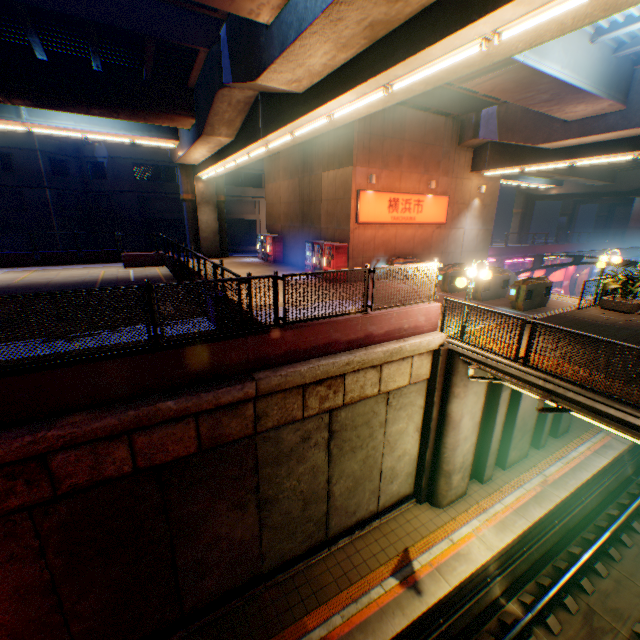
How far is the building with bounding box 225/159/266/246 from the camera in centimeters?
3666cm

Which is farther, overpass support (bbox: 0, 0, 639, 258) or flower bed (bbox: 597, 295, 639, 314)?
flower bed (bbox: 597, 295, 639, 314)

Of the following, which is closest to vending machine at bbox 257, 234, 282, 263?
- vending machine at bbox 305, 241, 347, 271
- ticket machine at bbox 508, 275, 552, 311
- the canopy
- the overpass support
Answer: the overpass support

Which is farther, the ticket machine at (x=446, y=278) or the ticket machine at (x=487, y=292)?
the ticket machine at (x=446, y=278)

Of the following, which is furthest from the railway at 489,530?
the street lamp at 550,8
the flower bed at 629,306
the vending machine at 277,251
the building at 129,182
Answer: the building at 129,182

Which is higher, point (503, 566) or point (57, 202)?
point (57, 202)

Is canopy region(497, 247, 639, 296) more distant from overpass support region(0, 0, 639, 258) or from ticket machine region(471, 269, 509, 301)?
ticket machine region(471, 269, 509, 301)

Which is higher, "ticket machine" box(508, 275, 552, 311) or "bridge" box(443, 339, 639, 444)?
"ticket machine" box(508, 275, 552, 311)
